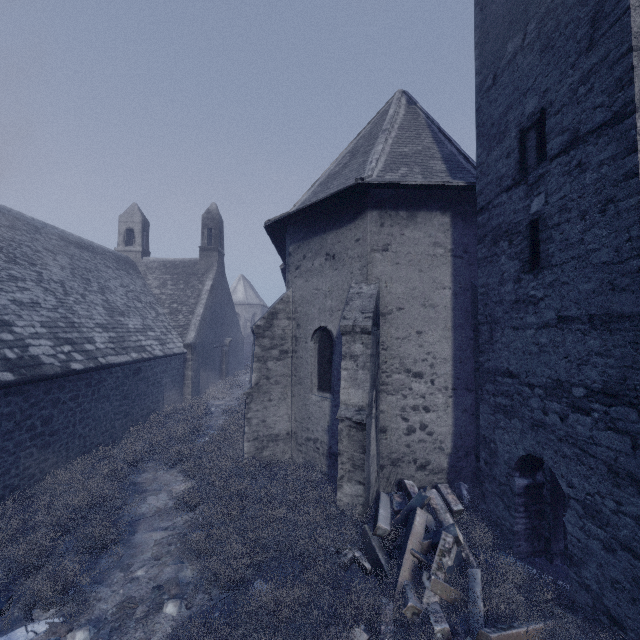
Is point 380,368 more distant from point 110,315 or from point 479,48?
point 110,315
